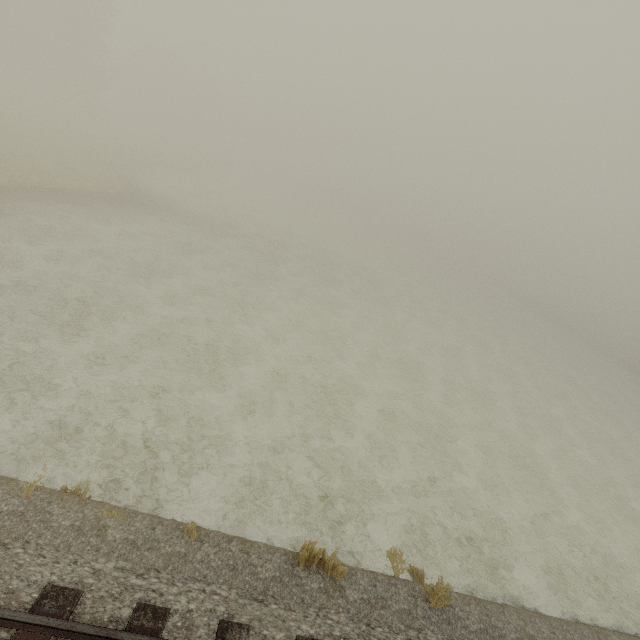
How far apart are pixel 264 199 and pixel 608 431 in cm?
4861
